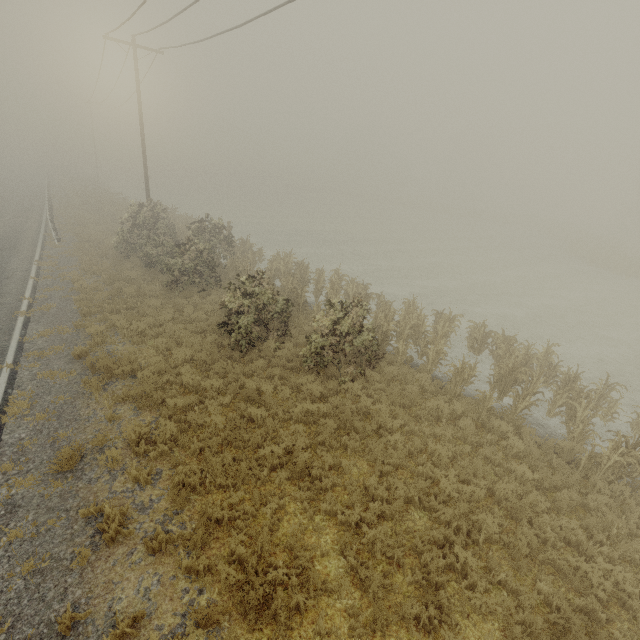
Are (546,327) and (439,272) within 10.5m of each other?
yes

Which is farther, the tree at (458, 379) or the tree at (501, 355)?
the tree at (458, 379)

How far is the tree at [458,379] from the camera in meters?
10.6

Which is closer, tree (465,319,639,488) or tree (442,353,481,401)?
tree (465,319,639,488)

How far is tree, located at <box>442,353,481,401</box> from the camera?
10.6 meters
